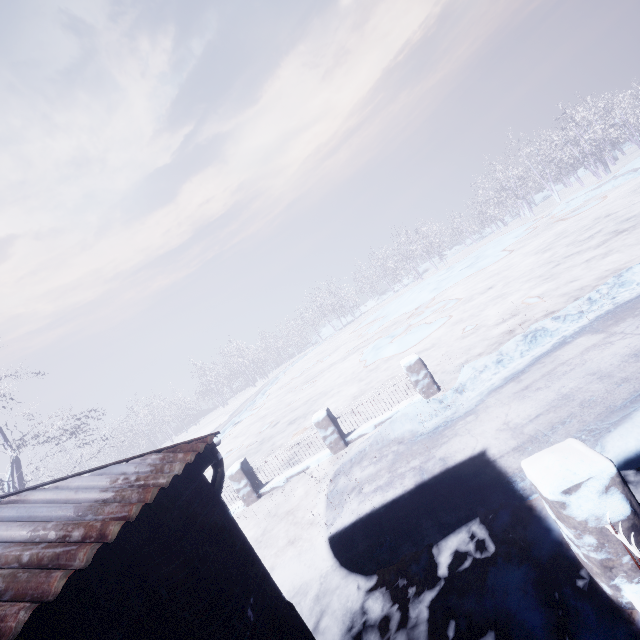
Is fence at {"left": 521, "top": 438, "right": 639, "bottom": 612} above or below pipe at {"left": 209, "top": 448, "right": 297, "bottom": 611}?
below

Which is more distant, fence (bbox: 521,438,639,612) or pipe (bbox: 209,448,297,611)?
pipe (bbox: 209,448,297,611)

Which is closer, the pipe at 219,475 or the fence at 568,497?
the fence at 568,497

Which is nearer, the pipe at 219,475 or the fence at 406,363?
the pipe at 219,475

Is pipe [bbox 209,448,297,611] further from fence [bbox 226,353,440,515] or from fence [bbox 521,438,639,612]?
fence [bbox 226,353,440,515]

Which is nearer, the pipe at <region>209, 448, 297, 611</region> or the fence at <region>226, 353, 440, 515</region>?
the pipe at <region>209, 448, 297, 611</region>

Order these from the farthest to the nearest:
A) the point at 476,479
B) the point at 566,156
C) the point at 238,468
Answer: the point at 566,156
the point at 238,468
the point at 476,479
